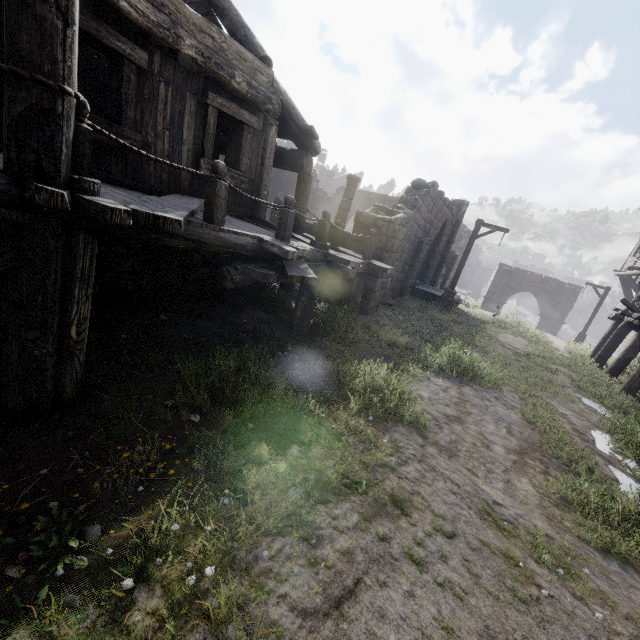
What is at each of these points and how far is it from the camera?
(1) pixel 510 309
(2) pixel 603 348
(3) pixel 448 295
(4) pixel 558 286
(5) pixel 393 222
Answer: (1) bridge, 45.7 meters
(2) building, 14.8 meters
(3) wooden lamp post, 16.5 meters
(4) stone arch, 31.6 meters
(5) building, 9.9 meters

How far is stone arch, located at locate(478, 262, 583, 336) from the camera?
31.42m

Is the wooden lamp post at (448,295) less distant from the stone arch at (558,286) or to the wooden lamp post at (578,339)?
the wooden lamp post at (578,339)

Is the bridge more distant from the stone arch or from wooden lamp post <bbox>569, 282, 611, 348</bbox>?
wooden lamp post <bbox>569, 282, 611, 348</bbox>

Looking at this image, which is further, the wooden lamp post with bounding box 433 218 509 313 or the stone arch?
the stone arch

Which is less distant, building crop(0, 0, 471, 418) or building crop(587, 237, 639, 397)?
building crop(0, 0, 471, 418)

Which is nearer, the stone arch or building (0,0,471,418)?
building (0,0,471,418)

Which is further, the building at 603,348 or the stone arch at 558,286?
the stone arch at 558,286
